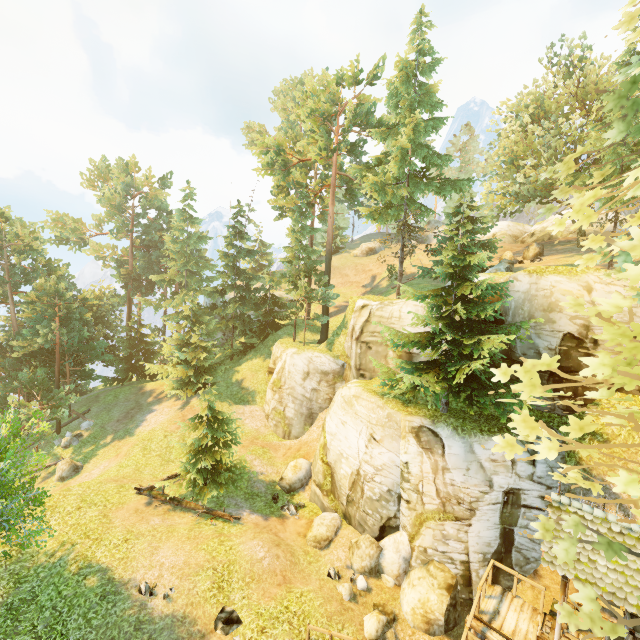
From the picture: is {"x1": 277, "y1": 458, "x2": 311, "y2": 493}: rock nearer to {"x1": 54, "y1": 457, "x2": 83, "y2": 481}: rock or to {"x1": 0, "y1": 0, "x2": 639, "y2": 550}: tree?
{"x1": 0, "y1": 0, "x2": 639, "y2": 550}: tree

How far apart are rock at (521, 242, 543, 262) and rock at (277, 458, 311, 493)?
27.87m

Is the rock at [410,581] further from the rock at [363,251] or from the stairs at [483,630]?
the rock at [363,251]

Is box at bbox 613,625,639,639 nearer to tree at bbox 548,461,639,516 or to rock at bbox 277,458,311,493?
tree at bbox 548,461,639,516

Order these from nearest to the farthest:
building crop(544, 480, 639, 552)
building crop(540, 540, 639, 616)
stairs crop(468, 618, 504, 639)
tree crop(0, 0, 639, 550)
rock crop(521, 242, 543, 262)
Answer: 1. tree crop(0, 0, 639, 550)
2. building crop(540, 540, 639, 616)
3. building crop(544, 480, 639, 552)
4. stairs crop(468, 618, 504, 639)
5. rock crop(521, 242, 543, 262)

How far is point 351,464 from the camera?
17.52m

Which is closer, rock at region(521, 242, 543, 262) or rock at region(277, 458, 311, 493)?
rock at region(277, 458, 311, 493)

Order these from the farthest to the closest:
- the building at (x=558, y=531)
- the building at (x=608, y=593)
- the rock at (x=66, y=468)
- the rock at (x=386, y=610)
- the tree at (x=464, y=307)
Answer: the rock at (x=66, y=468), the rock at (x=386, y=610), the building at (x=558, y=531), the building at (x=608, y=593), the tree at (x=464, y=307)
